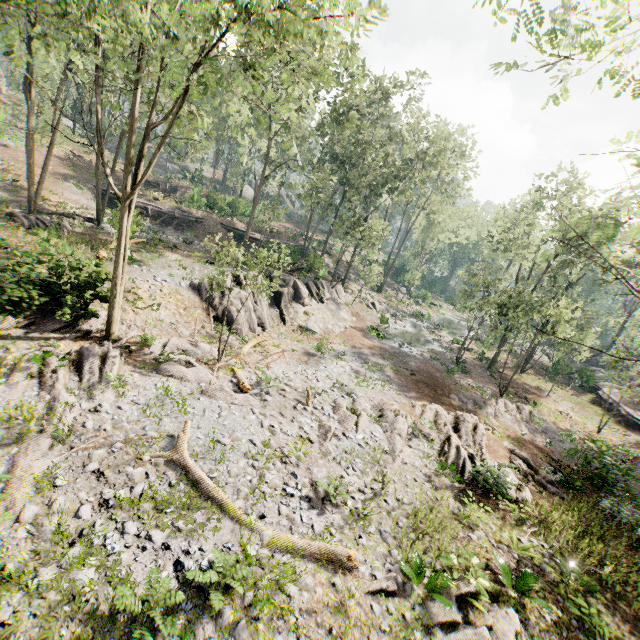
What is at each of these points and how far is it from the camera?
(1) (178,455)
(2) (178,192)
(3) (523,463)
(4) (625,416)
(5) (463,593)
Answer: (1) foliage, 9.81m
(2) ground embankment, 47.59m
(3) foliage, 16.09m
(4) ground embankment, 27.47m
(5) foliage, 8.42m

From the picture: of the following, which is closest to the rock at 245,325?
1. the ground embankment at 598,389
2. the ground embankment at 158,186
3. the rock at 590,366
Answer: the ground embankment at 158,186

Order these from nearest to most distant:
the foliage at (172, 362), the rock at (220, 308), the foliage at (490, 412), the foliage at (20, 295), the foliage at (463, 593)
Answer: the foliage at (463, 593) → the foliage at (20, 295) → the foliage at (172, 362) → the rock at (220, 308) → the foliage at (490, 412)

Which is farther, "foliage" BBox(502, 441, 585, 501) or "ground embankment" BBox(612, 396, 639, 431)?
"ground embankment" BBox(612, 396, 639, 431)

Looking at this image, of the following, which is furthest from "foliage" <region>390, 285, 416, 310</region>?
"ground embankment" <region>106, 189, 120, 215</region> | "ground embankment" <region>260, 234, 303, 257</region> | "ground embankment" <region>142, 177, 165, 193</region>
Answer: "ground embankment" <region>142, 177, 165, 193</region>

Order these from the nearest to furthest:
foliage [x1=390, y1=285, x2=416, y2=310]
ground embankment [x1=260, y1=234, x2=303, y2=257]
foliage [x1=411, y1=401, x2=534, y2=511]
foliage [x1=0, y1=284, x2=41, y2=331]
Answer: foliage [x1=0, y1=284, x2=41, y2=331] → foliage [x1=411, y1=401, x2=534, y2=511] → ground embankment [x1=260, y1=234, x2=303, y2=257] → foliage [x1=390, y1=285, x2=416, y2=310]

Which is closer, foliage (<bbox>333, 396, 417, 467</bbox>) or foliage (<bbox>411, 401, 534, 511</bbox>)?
foliage (<bbox>411, 401, 534, 511</bbox>)
